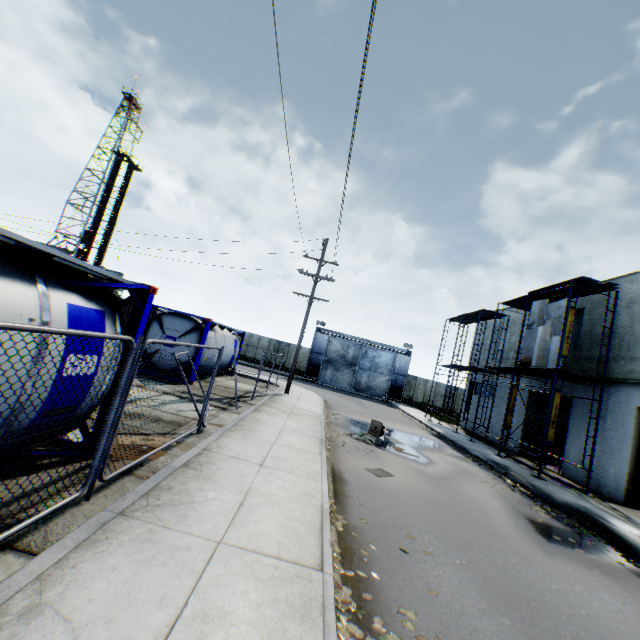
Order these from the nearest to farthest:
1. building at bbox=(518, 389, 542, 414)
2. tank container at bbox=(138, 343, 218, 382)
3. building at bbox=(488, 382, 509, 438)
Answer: tank container at bbox=(138, 343, 218, 382) → building at bbox=(518, 389, 542, 414) → building at bbox=(488, 382, 509, 438)

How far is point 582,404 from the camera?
15.9 meters

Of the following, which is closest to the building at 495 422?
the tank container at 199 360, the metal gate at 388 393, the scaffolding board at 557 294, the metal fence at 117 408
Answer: the scaffolding board at 557 294

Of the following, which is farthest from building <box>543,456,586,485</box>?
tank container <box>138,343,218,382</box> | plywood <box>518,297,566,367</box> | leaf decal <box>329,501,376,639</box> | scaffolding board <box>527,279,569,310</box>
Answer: tank container <box>138,343,218,382</box>

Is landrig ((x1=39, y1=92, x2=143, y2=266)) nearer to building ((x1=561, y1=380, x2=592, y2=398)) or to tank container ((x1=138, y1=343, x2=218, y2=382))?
tank container ((x1=138, y1=343, x2=218, y2=382))

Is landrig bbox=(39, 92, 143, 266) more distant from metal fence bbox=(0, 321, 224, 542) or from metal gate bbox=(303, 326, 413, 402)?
metal fence bbox=(0, 321, 224, 542)

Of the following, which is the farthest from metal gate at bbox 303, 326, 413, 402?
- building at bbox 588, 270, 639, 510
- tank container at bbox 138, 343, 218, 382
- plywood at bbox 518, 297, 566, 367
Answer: plywood at bbox 518, 297, 566, 367

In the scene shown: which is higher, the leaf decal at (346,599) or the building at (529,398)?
the building at (529,398)
